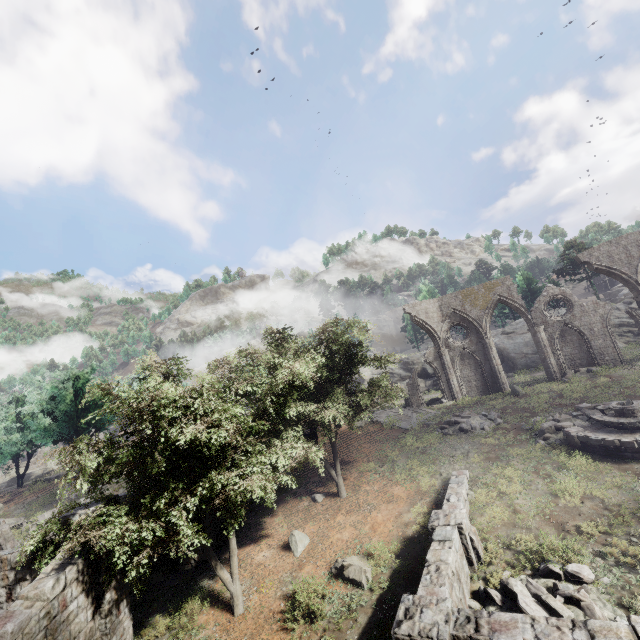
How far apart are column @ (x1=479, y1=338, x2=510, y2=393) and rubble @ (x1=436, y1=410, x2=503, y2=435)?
6.2m

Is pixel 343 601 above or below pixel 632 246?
below

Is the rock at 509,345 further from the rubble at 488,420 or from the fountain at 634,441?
the rubble at 488,420

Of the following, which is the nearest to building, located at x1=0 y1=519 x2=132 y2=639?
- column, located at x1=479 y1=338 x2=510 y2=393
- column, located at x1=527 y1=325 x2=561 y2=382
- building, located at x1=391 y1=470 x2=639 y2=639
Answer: building, located at x1=391 y1=470 x2=639 y2=639

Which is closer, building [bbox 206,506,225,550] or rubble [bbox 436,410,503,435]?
building [bbox 206,506,225,550]

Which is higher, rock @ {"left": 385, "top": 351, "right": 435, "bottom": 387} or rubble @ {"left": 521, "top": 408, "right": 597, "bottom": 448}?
rock @ {"left": 385, "top": 351, "right": 435, "bottom": 387}

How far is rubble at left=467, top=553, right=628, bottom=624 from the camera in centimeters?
837cm

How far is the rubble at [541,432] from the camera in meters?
17.1 m
